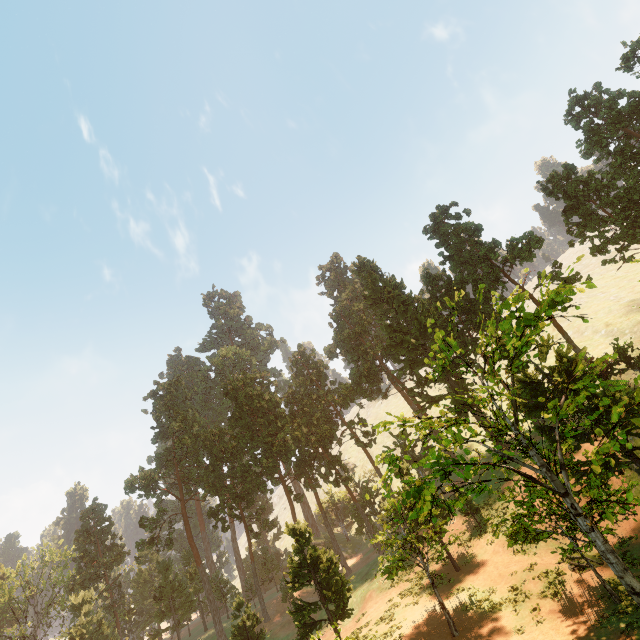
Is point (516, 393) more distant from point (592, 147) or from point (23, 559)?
point (23, 559)

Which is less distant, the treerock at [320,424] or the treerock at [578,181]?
the treerock at [320,424]

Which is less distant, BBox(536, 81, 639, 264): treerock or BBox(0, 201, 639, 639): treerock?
BBox(0, 201, 639, 639): treerock
